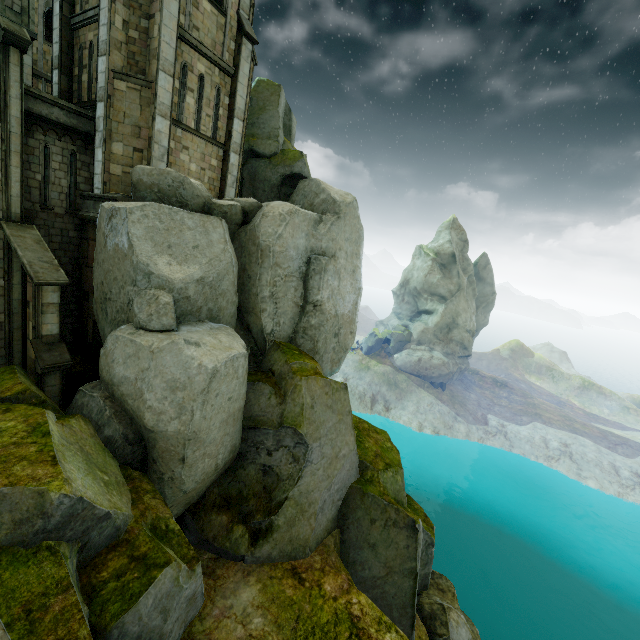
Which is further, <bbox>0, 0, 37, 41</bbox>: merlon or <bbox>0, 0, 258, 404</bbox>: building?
<bbox>0, 0, 258, 404</bbox>: building

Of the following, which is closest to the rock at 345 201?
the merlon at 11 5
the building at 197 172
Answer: the building at 197 172

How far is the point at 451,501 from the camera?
38.06m

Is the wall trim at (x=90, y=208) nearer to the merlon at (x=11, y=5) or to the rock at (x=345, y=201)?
the rock at (x=345, y=201)

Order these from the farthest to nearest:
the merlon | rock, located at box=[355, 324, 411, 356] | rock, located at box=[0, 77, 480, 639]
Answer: rock, located at box=[355, 324, 411, 356]
the merlon
rock, located at box=[0, 77, 480, 639]

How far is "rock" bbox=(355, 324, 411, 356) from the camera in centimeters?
5566cm

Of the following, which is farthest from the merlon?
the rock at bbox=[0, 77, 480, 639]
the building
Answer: the rock at bbox=[0, 77, 480, 639]

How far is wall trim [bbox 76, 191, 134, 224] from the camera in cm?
1280
